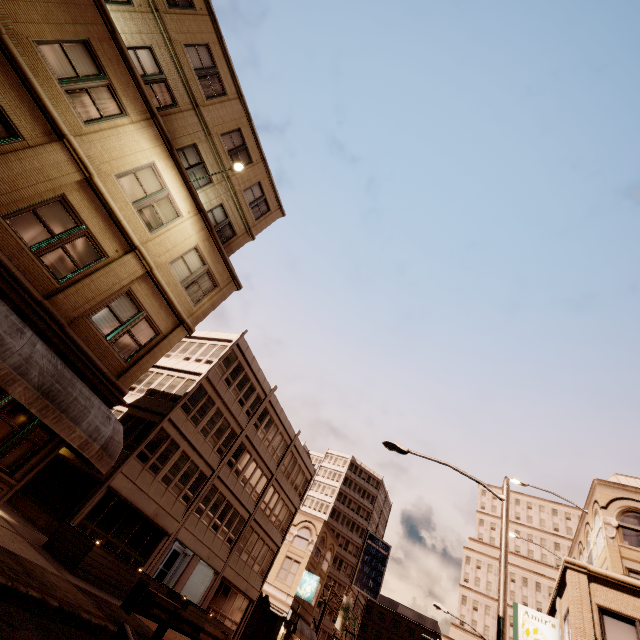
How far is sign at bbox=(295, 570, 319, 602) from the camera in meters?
34.0 m

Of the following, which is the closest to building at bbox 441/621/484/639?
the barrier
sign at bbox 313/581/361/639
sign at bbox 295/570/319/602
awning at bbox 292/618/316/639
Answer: sign at bbox 313/581/361/639

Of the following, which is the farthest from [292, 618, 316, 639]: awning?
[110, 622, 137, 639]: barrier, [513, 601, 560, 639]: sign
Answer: [110, 622, 137, 639]: barrier

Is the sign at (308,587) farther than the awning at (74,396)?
Yes

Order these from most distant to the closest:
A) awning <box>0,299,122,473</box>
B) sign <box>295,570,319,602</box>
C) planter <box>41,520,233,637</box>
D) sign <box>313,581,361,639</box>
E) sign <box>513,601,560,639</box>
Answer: sign <box>313,581,361,639</box>, sign <box>295,570,319,602</box>, sign <box>513,601,560,639</box>, planter <box>41,520,233,637</box>, awning <box>0,299,122,473</box>

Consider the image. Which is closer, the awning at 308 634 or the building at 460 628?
the awning at 308 634

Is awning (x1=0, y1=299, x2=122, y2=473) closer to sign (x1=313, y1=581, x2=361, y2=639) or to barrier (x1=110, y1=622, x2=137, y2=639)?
barrier (x1=110, y1=622, x2=137, y2=639)

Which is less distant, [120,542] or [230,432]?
[120,542]
